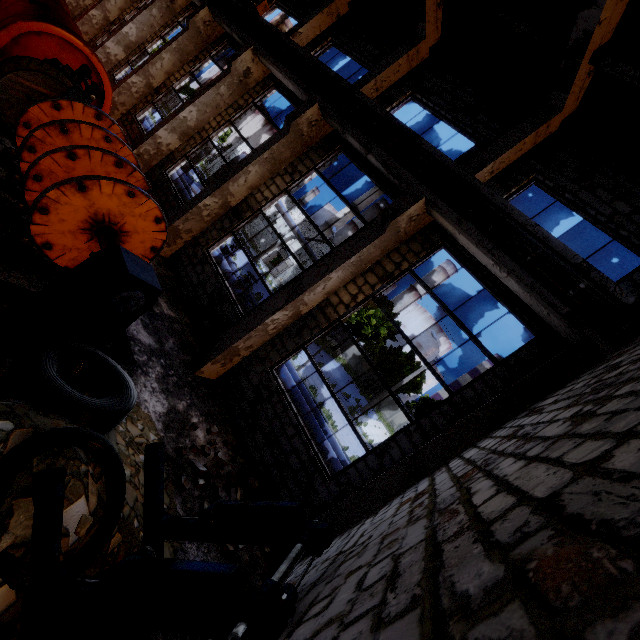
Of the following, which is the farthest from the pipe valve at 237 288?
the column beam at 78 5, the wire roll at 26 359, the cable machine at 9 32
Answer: the column beam at 78 5

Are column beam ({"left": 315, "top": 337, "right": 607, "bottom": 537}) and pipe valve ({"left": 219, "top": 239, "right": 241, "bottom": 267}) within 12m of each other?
yes

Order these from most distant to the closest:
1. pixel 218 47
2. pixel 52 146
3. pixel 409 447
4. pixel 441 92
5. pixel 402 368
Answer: pixel 402 368
pixel 218 47
pixel 441 92
pixel 409 447
pixel 52 146

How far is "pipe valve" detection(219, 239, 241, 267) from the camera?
15.05m

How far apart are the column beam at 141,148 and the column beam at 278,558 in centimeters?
1283cm

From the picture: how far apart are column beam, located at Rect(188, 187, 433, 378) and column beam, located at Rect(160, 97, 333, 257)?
4.2m

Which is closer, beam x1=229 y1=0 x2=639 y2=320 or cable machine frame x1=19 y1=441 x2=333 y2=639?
cable machine frame x1=19 y1=441 x2=333 y2=639

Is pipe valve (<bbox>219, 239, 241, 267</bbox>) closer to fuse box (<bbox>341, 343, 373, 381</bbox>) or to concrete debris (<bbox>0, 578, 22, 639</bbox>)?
concrete debris (<bbox>0, 578, 22, 639</bbox>)
